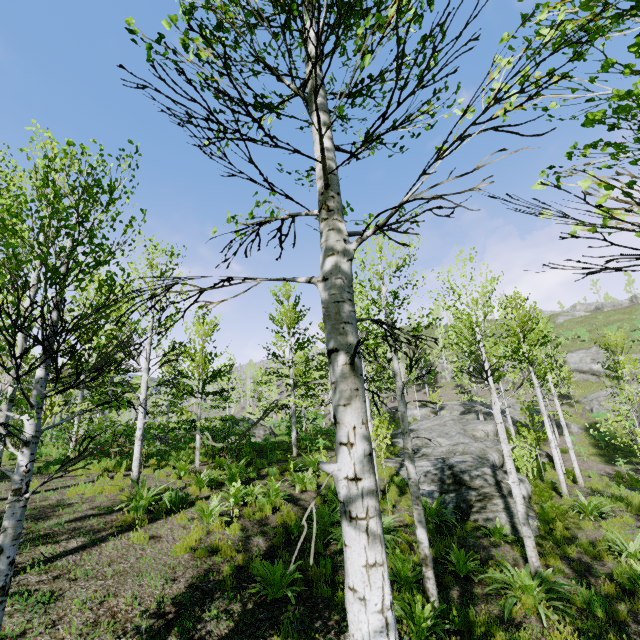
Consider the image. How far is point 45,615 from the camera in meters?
4.6 m

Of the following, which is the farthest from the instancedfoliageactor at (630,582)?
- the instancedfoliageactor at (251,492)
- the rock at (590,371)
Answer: the rock at (590,371)

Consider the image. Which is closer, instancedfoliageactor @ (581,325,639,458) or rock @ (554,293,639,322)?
instancedfoliageactor @ (581,325,639,458)

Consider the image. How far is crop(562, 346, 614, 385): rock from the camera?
33.84m

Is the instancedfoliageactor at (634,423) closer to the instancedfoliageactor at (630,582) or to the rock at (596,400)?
the instancedfoliageactor at (630,582)

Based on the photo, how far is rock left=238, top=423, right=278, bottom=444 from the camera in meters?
18.8

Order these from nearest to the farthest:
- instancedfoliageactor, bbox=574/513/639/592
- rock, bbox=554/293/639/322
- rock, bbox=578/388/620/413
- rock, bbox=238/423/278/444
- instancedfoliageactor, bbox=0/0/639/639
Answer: instancedfoliageactor, bbox=0/0/639/639 → instancedfoliageactor, bbox=574/513/639/592 → rock, bbox=238/423/278/444 → rock, bbox=578/388/620/413 → rock, bbox=554/293/639/322
